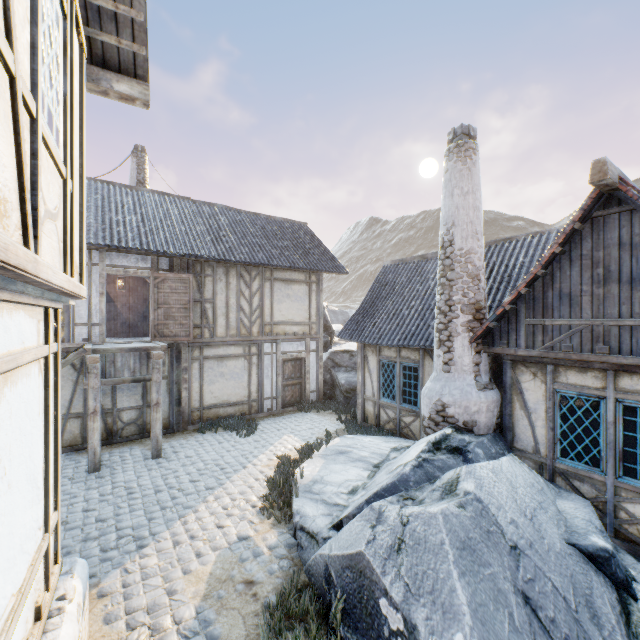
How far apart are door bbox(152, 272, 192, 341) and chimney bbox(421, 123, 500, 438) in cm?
724

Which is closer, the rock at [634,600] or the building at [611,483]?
the rock at [634,600]

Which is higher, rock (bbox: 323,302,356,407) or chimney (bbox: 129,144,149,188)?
chimney (bbox: 129,144,149,188)

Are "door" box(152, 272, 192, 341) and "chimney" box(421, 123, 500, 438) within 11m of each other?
yes

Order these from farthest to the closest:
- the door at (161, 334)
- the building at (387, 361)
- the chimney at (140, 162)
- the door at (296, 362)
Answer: the chimney at (140, 162)
the door at (296, 362)
the door at (161, 334)
the building at (387, 361)

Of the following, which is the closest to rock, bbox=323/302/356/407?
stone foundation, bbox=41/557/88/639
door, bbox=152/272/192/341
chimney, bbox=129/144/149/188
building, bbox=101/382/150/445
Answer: stone foundation, bbox=41/557/88/639

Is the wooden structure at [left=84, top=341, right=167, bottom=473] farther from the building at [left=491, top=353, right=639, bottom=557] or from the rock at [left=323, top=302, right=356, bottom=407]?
the building at [left=491, top=353, right=639, bottom=557]

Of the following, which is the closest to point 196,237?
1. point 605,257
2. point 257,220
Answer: point 257,220
